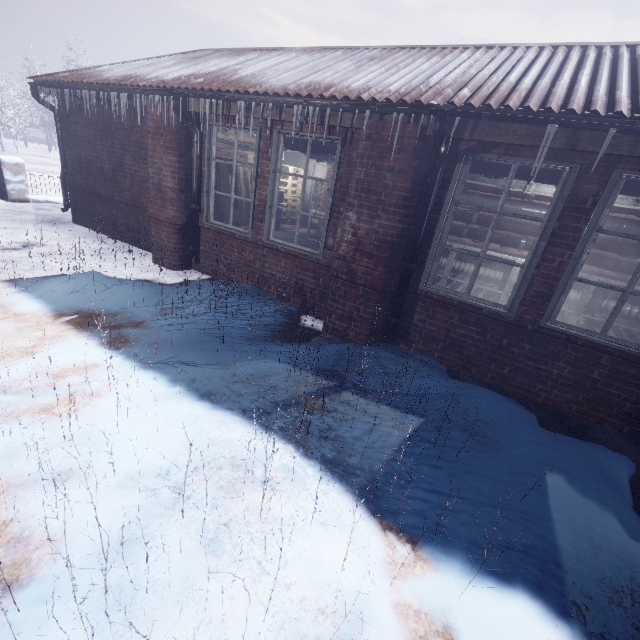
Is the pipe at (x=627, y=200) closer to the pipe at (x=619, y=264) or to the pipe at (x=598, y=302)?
the pipe at (x=619, y=264)

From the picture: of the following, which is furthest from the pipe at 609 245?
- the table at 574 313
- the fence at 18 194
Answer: the fence at 18 194

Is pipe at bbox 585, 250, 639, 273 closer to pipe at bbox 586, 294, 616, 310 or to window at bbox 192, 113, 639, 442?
pipe at bbox 586, 294, 616, 310

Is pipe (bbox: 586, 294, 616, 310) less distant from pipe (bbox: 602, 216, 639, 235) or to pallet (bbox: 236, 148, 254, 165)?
pipe (bbox: 602, 216, 639, 235)

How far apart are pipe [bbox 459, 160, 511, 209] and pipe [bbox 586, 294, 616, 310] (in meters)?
1.38

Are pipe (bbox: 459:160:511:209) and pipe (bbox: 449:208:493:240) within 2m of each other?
yes

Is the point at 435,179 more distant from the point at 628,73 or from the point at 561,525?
the point at 561,525

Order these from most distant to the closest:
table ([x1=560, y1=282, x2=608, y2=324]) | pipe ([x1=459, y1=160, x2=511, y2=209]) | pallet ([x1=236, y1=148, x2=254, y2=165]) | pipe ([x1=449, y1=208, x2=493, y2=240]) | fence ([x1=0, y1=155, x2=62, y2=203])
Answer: pallet ([x1=236, y1=148, x2=254, y2=165]), fence ([x1=0, y1=155, x2=62, y2=203]), pipe ([x1=449, y1=208, x2=493, y2=240]), table ([x1=560, y1=282, x2=608, y2=324]), pipe ([x1=459, y1=160, x2=511, y2=209])
